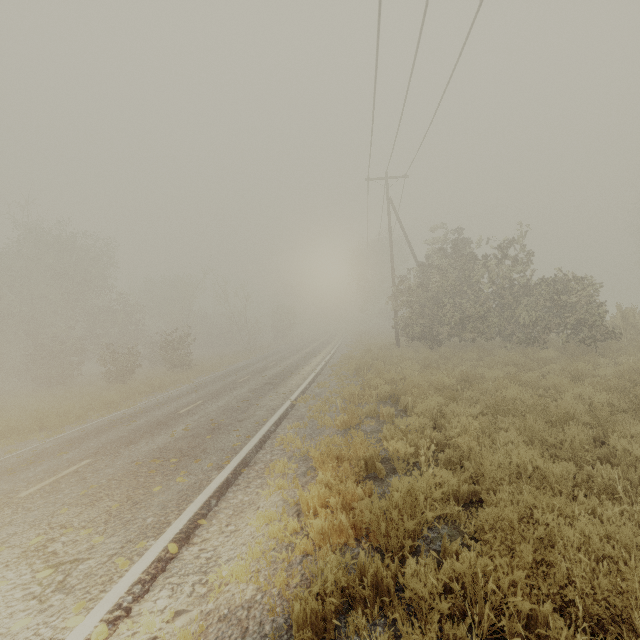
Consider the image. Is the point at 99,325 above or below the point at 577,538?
above

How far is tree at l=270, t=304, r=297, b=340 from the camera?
51.0 meters

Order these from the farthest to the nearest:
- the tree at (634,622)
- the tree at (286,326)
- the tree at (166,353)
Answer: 1. the tree at (286,326)
2. the tree at (166,353)
3. the tree at (634,622)

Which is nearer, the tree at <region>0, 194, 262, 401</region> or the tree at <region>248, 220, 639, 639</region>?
the tree at <region>248, 220, 639, 639</region>

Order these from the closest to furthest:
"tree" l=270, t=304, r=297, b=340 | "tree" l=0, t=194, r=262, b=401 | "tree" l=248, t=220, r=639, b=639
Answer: "tree" l=248, t=220, r=639, b=639
"tree" l=0, t=194, r=262, b=401
"tree" l=270, t=304, r=297, b=340

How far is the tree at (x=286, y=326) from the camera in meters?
51.0
